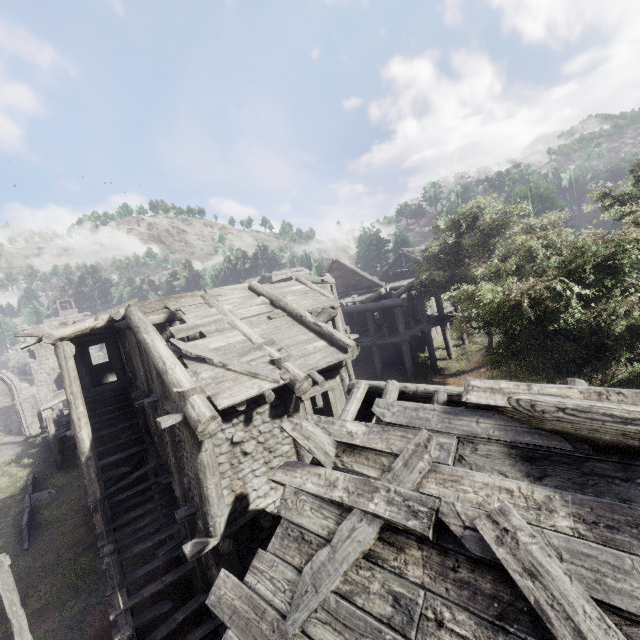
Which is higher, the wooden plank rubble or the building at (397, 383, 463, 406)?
the building at (397, 383, 463, 406)

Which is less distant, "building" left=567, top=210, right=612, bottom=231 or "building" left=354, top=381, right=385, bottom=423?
"building" left=354, top=381, right=385, bottom=423

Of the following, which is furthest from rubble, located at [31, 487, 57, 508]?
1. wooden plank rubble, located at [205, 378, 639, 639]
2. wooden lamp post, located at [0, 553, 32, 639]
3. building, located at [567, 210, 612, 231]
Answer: building, located at [567, 210, 612, 231]

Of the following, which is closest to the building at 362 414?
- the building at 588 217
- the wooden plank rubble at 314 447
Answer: → the wooden plank rubble at 314 447

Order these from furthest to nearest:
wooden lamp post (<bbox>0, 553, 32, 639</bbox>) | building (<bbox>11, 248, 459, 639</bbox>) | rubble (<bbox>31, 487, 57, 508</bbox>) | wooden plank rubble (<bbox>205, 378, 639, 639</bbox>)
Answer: rubble (<bbox>31, 487, 57, 508</bbox>)
wooden lamp post (<bbox>0, 553, 32, 639</bbox>)
building (<bbox>11, 248, 459, 639</bbox>)
wooden plank rubble (<bbox>205, 378, 639, 639</bbox>)

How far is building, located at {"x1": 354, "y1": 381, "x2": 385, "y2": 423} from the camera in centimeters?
570cm

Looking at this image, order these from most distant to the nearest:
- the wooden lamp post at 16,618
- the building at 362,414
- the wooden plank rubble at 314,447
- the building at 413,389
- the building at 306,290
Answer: the wooden lamp post at 16,618
the building at 306,290
the building at 362,414
the building at 413,389
the wooden plank rubble at 314,447

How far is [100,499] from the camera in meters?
10.0 m
